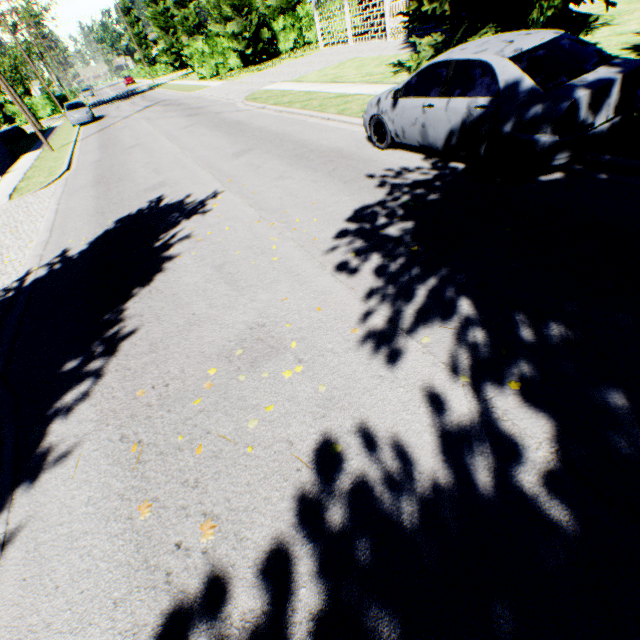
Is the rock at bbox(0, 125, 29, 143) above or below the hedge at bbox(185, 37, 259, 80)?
below

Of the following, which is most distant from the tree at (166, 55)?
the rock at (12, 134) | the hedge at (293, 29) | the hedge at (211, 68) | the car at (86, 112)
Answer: the rock at (12, 134)

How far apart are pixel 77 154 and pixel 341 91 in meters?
14.4

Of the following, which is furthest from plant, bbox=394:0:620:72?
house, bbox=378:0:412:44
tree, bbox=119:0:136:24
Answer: tree, bbox=119:0:136:24

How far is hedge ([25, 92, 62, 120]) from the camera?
45.03m

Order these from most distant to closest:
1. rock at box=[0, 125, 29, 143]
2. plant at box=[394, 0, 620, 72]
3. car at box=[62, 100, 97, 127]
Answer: rock at box=[0, 125, 29, 143], car at box=[62, 100, 97, 127], plant at box=[394, 0, 620, 72]

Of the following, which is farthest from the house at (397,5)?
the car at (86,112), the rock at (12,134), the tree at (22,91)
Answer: the tree at (22,91)

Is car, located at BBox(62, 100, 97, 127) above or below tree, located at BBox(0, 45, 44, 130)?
below
